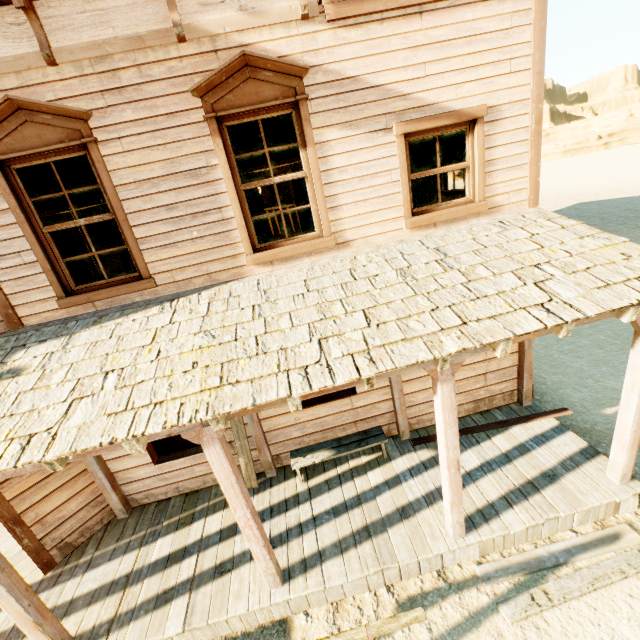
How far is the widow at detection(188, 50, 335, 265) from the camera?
3.7 meters

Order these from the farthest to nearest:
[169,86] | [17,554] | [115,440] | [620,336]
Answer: [620,336]
[17,554]
[169,86]
[115,440]

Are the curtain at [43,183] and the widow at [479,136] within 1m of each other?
no

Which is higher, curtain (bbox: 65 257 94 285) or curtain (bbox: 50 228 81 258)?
curtain (bbox: 50 228 81 258)

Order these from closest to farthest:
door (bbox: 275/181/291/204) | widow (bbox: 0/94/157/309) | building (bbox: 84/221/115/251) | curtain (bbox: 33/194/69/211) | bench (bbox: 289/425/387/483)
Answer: widow (bbox: 0/94/157/309)
curtain (bbox: 33/194/69/211)
bench (bbox: 289/425/387/483)
building (bbox: 84/221/115/251)
door (bbox: 275/181/291/204)

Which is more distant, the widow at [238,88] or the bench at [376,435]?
the bench at [376,435]

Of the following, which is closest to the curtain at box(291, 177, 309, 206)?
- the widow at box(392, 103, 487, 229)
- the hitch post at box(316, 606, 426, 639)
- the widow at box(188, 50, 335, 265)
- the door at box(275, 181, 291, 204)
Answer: the widow at box(188, 50, 335, 265)

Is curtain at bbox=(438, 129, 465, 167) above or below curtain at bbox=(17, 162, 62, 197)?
below
